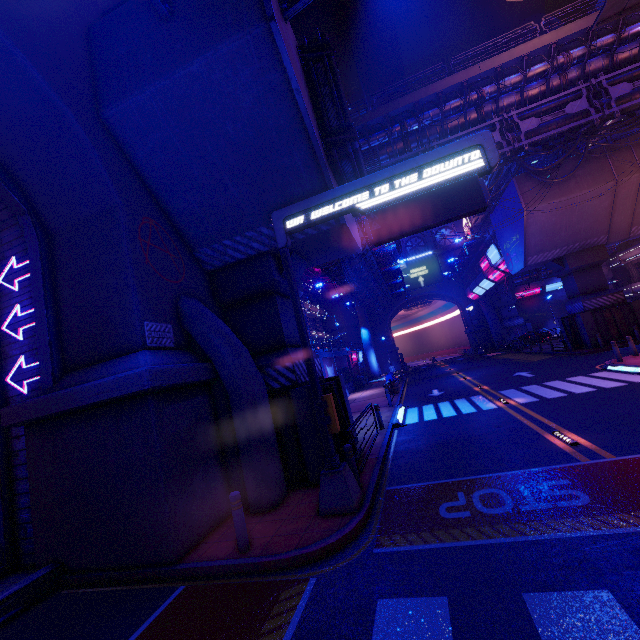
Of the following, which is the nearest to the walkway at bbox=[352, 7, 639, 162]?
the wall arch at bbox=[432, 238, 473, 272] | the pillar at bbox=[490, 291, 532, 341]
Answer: the wall arch at bbox=[432, 238, 473, 272]

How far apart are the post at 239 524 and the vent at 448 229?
58.3 meters

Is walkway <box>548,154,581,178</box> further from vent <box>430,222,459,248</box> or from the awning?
the awning

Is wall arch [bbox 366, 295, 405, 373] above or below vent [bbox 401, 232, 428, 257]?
below

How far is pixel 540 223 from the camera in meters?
23.8 m

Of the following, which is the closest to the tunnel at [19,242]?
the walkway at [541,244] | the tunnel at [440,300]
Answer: the walkway at [541,244]

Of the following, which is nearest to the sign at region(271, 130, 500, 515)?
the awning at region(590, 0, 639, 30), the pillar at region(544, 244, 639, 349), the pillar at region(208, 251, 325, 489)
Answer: the pillar at region(208, 251, 325, 489)

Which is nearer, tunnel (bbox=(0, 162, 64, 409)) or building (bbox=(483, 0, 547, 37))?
tunnel (bbox=(0, 162, 64, 409))
